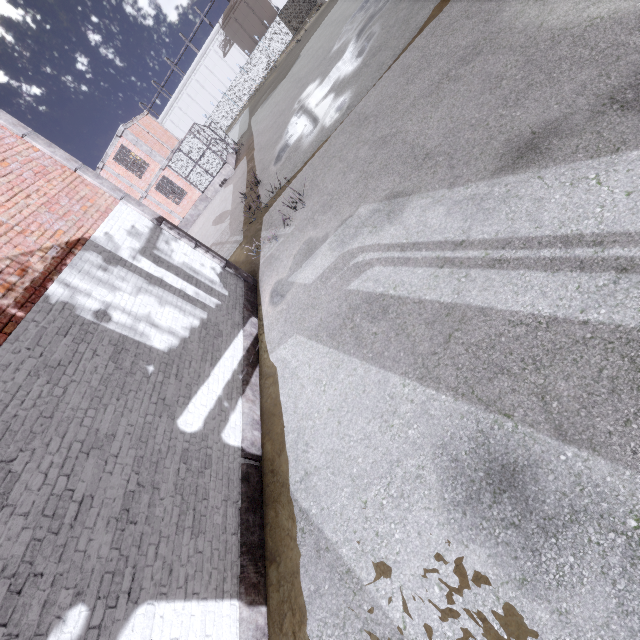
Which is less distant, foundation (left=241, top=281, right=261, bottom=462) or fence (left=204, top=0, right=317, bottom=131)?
foundation (left=241, top=281, right=261, bottom=462)

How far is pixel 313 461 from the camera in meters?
5.0 m

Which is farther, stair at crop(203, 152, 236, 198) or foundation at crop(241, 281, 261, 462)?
stair at crop(203, 152, 236, 198)

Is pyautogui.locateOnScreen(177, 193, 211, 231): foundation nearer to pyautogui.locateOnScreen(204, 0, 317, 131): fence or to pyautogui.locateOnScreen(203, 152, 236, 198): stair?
pyautogui.locateOnScreen(203, 152, 236, 198): stair

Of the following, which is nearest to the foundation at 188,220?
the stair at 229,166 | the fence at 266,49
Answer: the stair at 229,166

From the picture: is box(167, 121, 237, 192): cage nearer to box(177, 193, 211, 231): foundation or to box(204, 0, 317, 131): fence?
box(177, 193, 211, 231): foundation

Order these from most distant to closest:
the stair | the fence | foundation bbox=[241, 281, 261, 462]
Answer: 1. the fence
2. the stair
3. foundation bbox=[241, 281, 261, 462]

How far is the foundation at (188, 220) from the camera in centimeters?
2556cm
